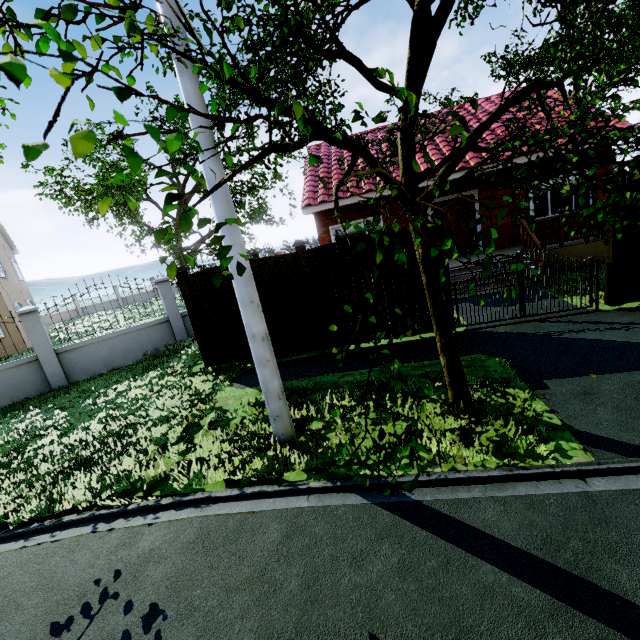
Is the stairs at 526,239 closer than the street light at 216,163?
No

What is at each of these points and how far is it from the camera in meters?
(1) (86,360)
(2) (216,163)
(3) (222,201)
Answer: (1) fence, 10.1 m
(2) street light, 3.6 m
(3) street light, 3.7 m

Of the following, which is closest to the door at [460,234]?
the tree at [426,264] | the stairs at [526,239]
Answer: the stairs at [526,239]

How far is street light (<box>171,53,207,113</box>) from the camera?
3.4m

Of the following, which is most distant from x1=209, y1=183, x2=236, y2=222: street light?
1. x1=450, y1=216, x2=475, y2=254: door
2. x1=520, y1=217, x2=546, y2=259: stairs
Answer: x1=450, y1=216, x2=475, y2=254: door

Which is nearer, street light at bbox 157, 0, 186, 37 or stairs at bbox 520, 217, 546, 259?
street light at bbox 157, 0, 186, 37
